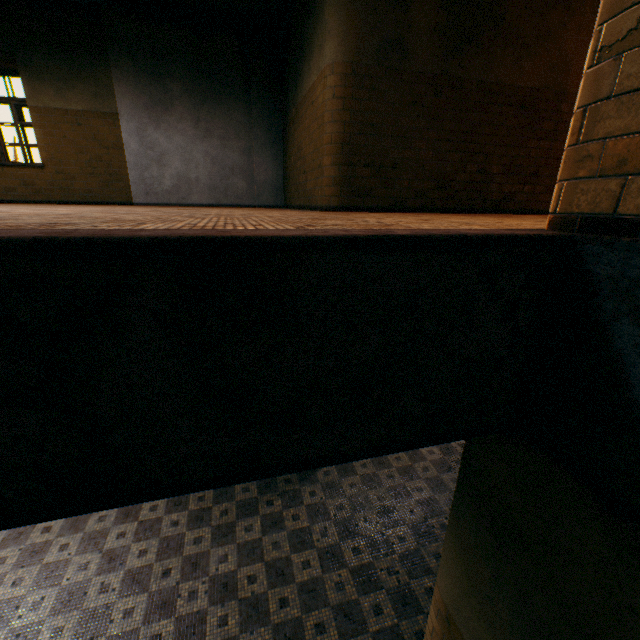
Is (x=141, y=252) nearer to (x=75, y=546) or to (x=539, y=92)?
(x=75, y=546)
